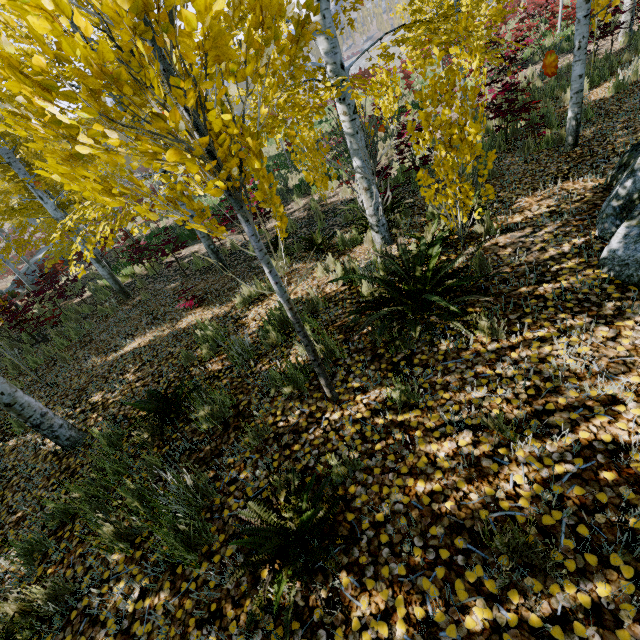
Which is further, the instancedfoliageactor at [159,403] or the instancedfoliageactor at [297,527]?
the instancedfoliageactor at [159,403]

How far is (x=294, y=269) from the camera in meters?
6.2 m

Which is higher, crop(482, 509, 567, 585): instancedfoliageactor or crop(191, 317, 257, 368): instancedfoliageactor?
crop(482, 509, 567, 585): instancedfoliageactor

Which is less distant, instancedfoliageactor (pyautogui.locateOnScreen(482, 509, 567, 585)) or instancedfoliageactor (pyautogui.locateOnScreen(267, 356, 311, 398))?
instancedfoliageactor (pyautogui.locateOnScreen(482, 509, 567, 585))

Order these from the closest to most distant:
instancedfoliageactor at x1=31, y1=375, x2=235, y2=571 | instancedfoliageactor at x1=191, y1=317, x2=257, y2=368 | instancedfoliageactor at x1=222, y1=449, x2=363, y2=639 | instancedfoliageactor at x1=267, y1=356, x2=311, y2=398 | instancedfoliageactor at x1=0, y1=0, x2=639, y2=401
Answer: instancedfoliageactor at x1=0, y1=0, x2=639, y2=401, instancedfoliageactor at x1=222, y1=449, x2=363, y2=639, instancedfoliageactor at x1=31, y1=375, x2=235, y2=571, instancedfoliageactor at x1=267, y1=356, x2=311, y2=398, instancedfoliageactor at x1=191, y1=317, x2=257, y2=368
